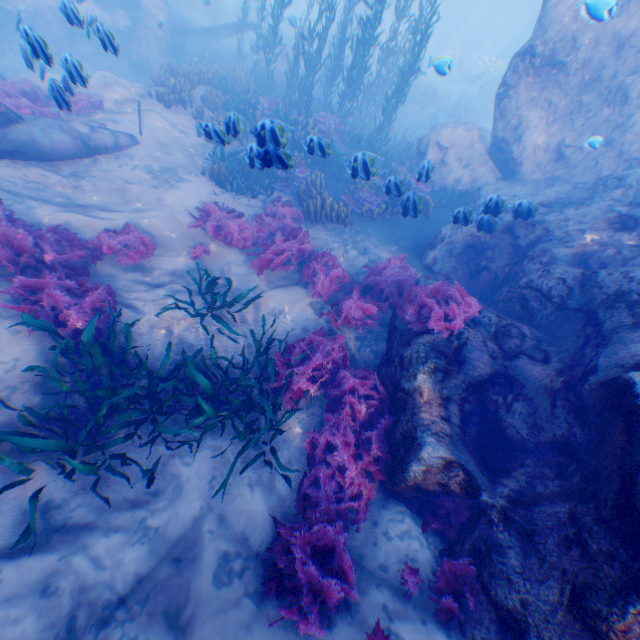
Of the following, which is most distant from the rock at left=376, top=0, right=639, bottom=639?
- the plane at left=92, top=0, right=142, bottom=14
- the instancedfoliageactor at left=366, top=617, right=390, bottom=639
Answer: the instancedfoliageactor at left=366, top=617, right=390, bottom=639

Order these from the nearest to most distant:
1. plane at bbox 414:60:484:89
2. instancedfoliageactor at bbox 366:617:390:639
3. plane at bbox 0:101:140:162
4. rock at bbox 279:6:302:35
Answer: instancedfoliageactor at bbox 366:617:390:639 → plane at bbox 0:101:140:162 → rock at bbox 279:6:302:35 → plane at bbox 414:60:484:89

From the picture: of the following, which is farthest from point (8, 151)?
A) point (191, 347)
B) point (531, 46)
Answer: point (531, 46)

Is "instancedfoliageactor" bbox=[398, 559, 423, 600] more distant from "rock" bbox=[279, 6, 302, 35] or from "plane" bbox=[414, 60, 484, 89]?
"plane" bbox=[414, 60, 484, 89]

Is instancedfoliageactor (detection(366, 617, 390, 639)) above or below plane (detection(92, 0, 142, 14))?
below

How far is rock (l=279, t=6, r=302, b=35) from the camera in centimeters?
1332cm

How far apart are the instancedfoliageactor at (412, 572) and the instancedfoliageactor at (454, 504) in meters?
0.3 m

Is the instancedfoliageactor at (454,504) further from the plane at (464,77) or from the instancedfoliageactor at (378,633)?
the plane at (464,77)
